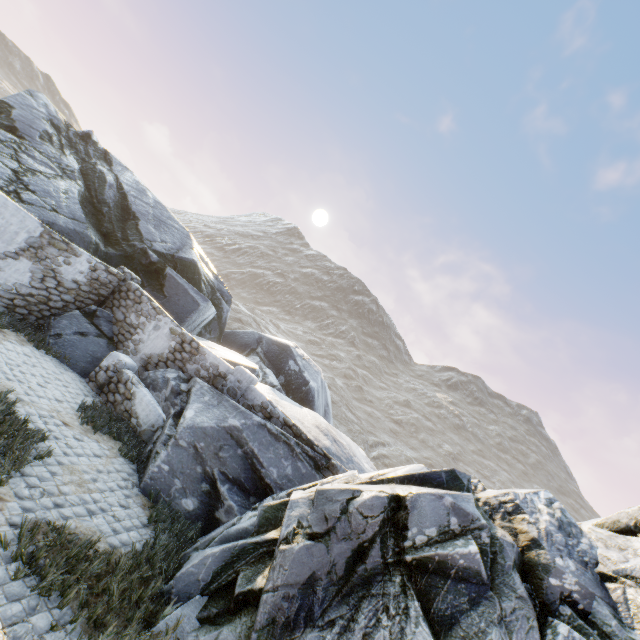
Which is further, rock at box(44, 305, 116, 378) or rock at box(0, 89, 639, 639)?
rock at box(44, 305, 116, 378)

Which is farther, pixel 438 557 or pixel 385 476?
pixel 385 476

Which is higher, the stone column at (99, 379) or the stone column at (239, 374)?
the stone column at (239, 374)

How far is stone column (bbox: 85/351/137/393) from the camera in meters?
9.6

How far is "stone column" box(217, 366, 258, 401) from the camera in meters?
9.6

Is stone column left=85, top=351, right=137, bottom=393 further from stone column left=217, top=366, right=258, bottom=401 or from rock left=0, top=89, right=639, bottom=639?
stone column left=217, top=366, right=258, bottom=401

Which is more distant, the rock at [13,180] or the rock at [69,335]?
the rock at [69,335]

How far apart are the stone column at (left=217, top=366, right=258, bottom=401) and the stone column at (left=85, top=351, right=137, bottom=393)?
2.75m
